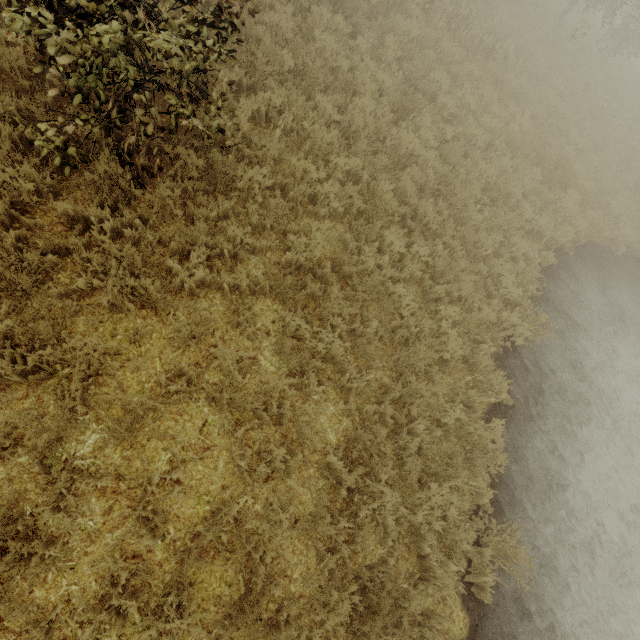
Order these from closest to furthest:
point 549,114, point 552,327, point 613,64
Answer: point 552,327, point 549,114, point 613,64
